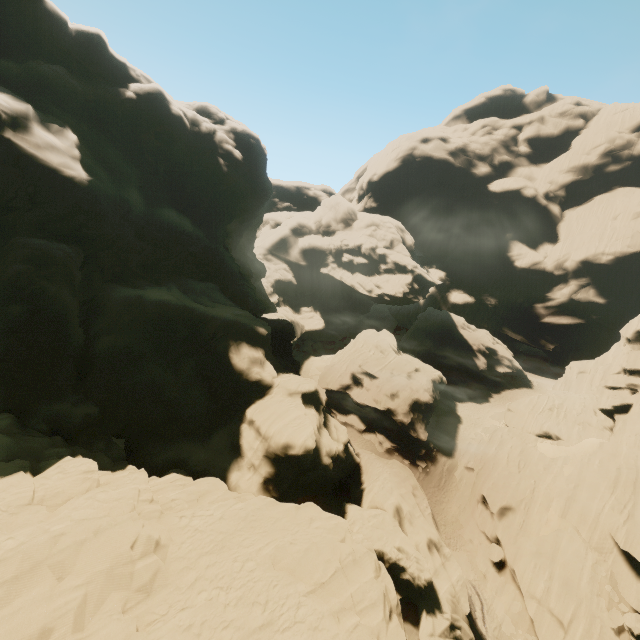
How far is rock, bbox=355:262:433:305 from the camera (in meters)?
56.88

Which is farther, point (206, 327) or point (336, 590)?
point (206, 327)

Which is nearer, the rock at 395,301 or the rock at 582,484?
the rock at 582,484

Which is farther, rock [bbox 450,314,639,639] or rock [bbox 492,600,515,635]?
rock [bbox 492,600,515,635]

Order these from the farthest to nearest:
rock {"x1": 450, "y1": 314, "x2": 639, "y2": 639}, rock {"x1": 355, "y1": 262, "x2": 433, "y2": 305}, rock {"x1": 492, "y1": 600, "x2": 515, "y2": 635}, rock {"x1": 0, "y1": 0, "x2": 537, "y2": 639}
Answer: rock {"x1": 355, "y1": 262, "x2": 433, "y2": 305} < rock {"x1": 492, "y1": 600, "x2": 515, "y2": 635} < rock {"x1": 450, "y1": 314, "x2": 639, "y2": 639} < rock {"x1": 0, "y1": 0, "x2": 537, "y2": 639}

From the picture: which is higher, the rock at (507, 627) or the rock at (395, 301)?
the rock at (395, 301)

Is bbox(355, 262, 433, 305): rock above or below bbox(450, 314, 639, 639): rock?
above
